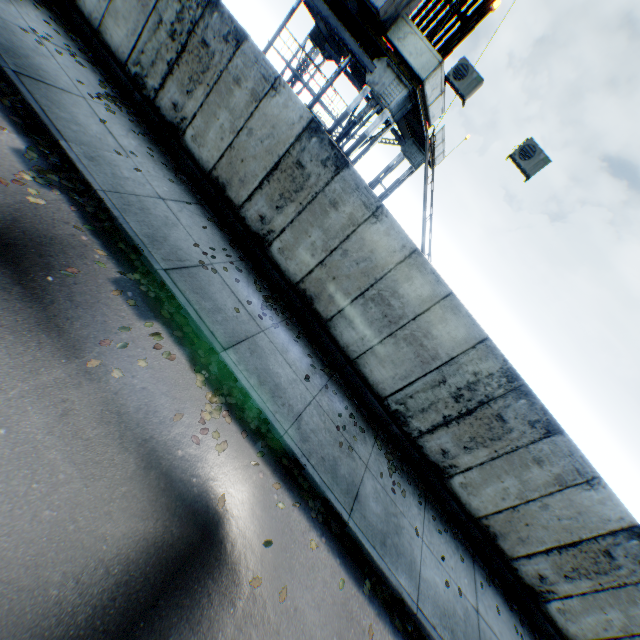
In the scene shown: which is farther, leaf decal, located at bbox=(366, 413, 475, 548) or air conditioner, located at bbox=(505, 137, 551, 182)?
air conditioner, located at bbox=(505, 137, 551, 182)

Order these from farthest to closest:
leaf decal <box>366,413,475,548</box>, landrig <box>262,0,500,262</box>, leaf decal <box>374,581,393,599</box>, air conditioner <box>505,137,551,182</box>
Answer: landrig <box>262,0,500,262</box>, air conditioner <box>505,137,551,182</box>, leaf decal <box>366,413,475,548</box>, leaf decal <box>374,581,393,599</box>

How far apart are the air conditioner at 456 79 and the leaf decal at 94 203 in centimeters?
895cm

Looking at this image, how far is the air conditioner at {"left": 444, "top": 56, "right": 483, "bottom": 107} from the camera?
8.4m

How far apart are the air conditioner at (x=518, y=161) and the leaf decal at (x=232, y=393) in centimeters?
897cm

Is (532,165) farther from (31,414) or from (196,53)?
(31,414)

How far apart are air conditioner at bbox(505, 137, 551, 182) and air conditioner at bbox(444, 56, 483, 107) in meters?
1.8

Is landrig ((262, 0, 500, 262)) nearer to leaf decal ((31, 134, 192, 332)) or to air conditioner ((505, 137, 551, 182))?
air conditioner ((505, 137, 551, 182))
